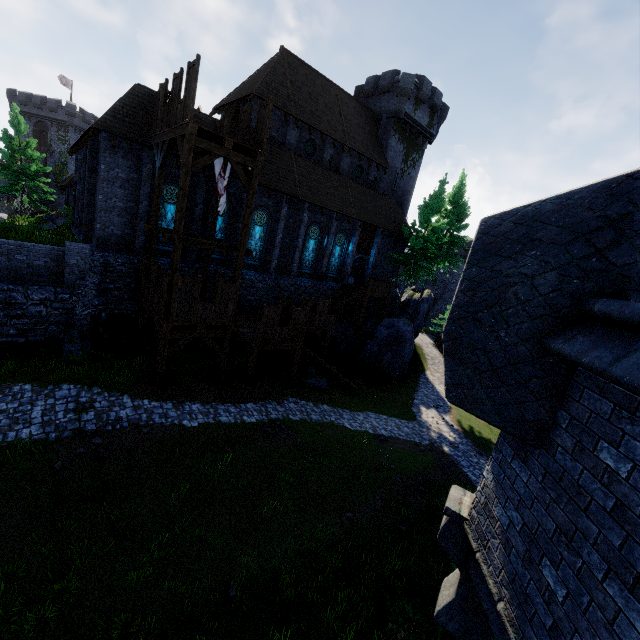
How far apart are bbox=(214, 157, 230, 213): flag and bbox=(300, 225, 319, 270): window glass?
9.77m

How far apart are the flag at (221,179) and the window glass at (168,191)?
4.08m

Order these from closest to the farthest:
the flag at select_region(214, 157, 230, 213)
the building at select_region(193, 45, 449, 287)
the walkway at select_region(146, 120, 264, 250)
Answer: the walkway at select_region(146, 120, 264, 250), the flag at select_region(214, 157, 230, 213), the building at select_region(193, 45, 449, 287)

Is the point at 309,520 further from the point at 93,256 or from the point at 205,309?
the point at 93,256

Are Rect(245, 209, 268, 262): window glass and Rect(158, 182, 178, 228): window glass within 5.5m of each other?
yes

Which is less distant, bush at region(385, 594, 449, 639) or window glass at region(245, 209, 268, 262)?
bush at region(385, 594, 449, 639)

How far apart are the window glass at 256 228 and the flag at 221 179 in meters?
5.6 m

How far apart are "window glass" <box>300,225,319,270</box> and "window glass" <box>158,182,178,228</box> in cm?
952
